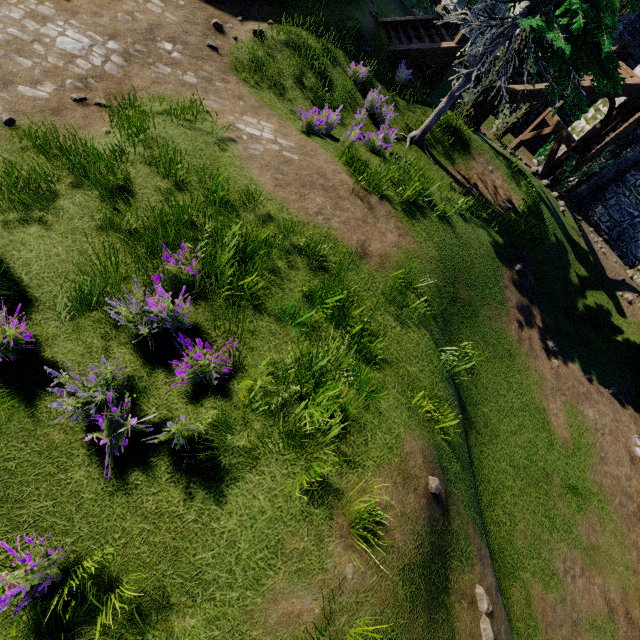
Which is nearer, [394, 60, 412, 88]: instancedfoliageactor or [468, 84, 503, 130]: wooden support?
[394, 60, 412, 88]: instancedfoliageactor

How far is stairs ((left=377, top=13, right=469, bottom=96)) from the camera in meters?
11.7

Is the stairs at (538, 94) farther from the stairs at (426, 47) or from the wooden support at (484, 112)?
the stairs at (426, 47)

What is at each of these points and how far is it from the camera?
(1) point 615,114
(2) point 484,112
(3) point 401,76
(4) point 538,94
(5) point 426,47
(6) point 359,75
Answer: (1) stairs, 13.47m
(2) wooden support, 13.37m
(3) instancedfoliageactor, 11.14m
(4) stairs, 12.83m
(5) stairs, 11.62m
(6) instancedfoliageactor, 9.92m

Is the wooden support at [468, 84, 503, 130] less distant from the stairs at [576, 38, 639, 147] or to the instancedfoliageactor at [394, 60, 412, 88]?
the stairs at [576, 38, 639, 147]

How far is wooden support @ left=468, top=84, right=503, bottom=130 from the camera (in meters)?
12.92

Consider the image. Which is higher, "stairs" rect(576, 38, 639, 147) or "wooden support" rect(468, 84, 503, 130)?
"stairs" rect(576, 38, 639, 147)

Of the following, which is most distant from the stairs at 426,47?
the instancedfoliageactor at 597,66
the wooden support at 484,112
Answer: the instancedfoliageactor at 597,66
